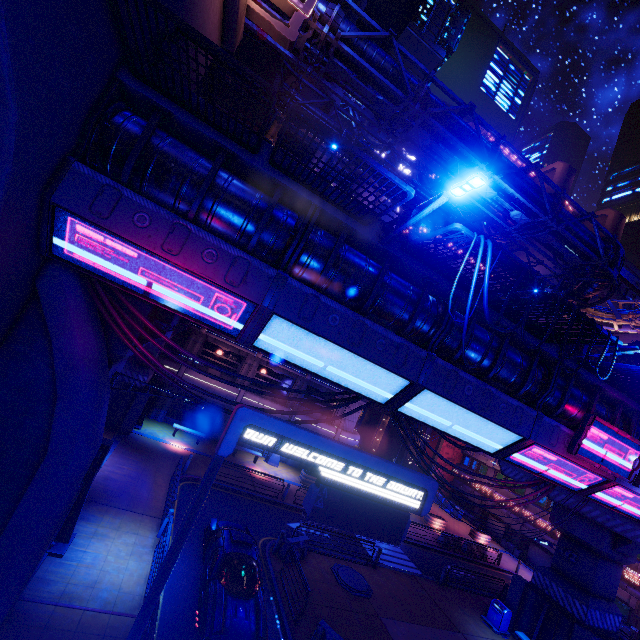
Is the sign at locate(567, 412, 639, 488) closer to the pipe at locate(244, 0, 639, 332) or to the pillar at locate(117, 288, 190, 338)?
the pipe at locate(244, 0, 639, 332)

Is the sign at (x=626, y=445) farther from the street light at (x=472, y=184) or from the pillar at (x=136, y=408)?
the pillar at (x=136, y=408)

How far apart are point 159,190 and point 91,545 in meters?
12.0 m

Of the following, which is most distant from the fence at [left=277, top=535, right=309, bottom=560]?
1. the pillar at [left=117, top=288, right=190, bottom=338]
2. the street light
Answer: the street light

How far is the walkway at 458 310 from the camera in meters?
9.6 m

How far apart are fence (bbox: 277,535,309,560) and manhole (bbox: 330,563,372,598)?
1.3 meters

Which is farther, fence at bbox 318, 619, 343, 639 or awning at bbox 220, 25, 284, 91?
awning at bbox 220, 25, 284, 91

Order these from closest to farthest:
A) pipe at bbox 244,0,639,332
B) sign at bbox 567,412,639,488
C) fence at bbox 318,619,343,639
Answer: fence at bbox 318,619,343,639 < sign at bbox 567,412,639,488 < pipe at bbox 244,0,639,332
